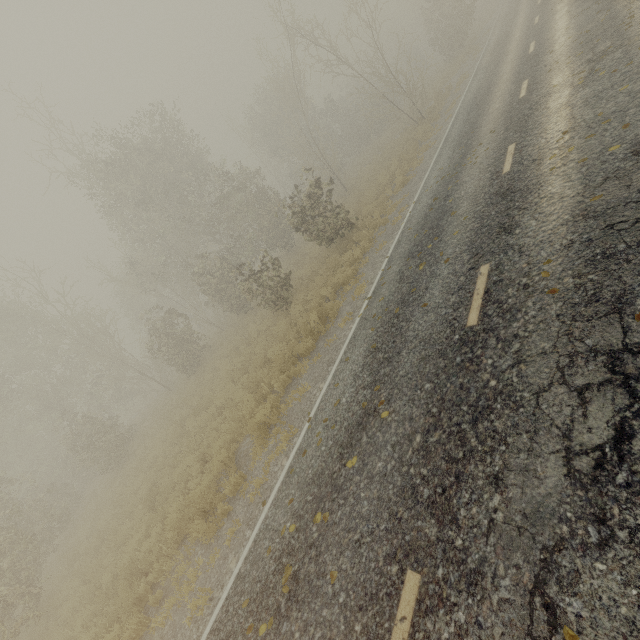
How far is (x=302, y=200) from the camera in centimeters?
1408cm
